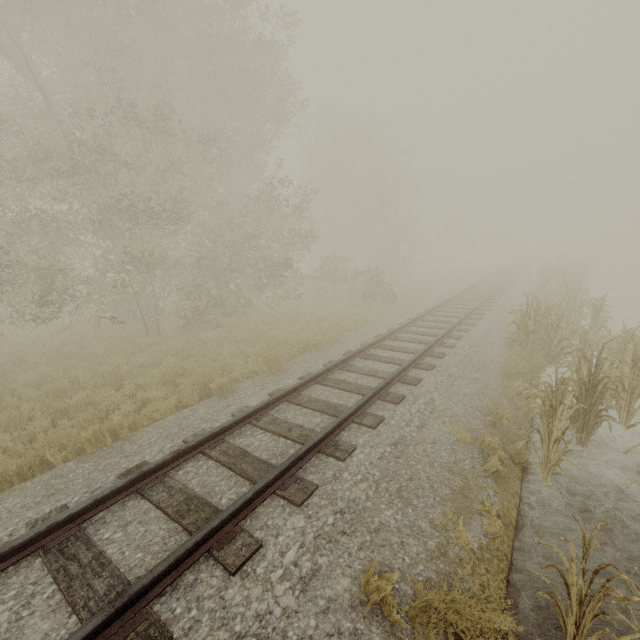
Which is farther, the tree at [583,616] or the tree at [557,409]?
the tree at [557,409]

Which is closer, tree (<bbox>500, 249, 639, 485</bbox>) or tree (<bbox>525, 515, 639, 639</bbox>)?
tree (<bbox>525, 515, 639, 639</bbox>)

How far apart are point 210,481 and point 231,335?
8.3 meters
